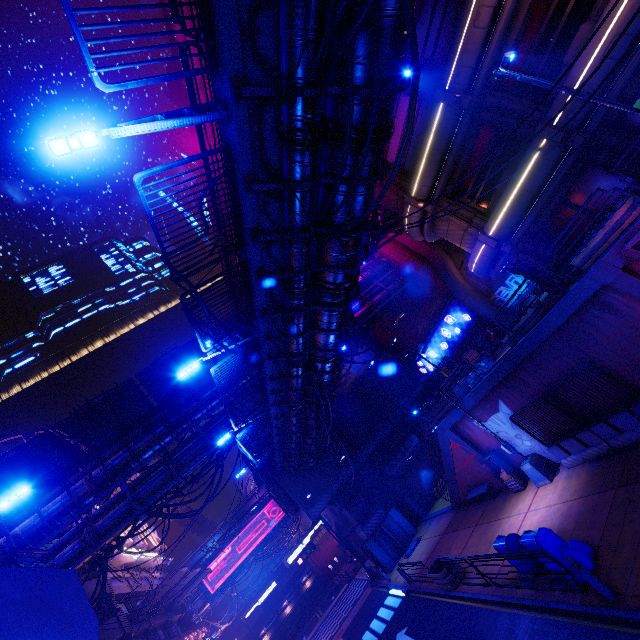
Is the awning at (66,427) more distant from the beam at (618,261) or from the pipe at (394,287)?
the beam at (618,261)

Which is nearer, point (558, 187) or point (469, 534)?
point (558, 187)

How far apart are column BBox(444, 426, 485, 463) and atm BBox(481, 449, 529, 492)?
0.33m

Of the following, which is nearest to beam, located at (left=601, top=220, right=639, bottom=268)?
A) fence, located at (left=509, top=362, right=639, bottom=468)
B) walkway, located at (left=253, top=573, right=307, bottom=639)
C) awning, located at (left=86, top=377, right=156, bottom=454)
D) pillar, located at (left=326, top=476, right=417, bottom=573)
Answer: fence, located at (left=509, top=362, right=639, bottom=468)

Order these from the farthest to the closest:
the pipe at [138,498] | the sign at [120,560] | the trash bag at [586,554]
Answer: the sign at [120,560]
the pipe at [138,498]
the trash bag at [586,554]

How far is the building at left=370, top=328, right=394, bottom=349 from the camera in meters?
40.2 m

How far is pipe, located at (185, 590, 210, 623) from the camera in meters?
39.1 m

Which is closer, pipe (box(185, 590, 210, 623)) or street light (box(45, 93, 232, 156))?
street light (box(45, 93, 232, 156))
